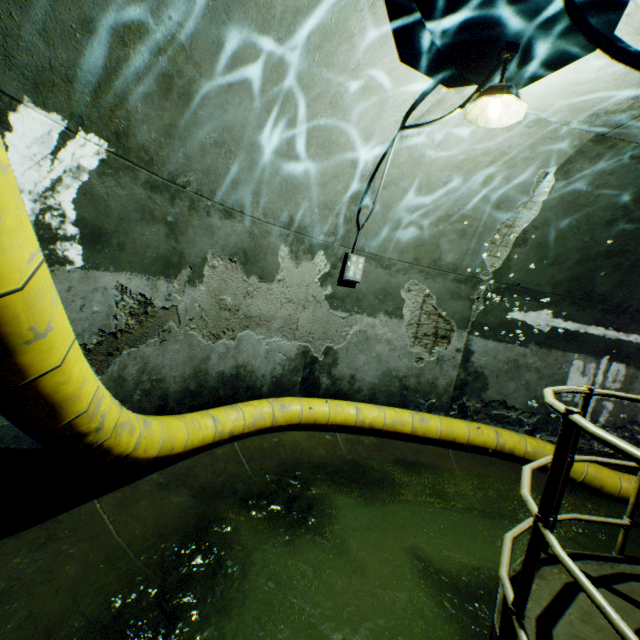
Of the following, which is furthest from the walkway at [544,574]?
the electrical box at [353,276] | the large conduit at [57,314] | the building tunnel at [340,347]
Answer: the electrical box at [353,276]

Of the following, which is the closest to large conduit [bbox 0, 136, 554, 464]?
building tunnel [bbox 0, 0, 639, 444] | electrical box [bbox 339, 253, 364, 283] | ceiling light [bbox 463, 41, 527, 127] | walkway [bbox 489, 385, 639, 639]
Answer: building tunnel [bbox 0, 0, 639, 444]

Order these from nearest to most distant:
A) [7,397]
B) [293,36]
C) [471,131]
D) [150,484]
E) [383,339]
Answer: [7,397] → [293,36] → [150,484] → [471,131] → [383,339]

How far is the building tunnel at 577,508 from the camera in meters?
4.6

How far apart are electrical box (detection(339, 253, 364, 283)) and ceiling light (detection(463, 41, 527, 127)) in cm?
222

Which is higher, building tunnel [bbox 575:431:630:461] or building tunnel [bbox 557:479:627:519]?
building tunnel [bbox 575:431:630:461]

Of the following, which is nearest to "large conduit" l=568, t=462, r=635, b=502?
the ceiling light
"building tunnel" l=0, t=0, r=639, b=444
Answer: "building tunnel" l=0, t=0, r=639, b=444

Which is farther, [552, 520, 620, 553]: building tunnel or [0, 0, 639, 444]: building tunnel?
[552, 520, 620, 553]: building tunnel
